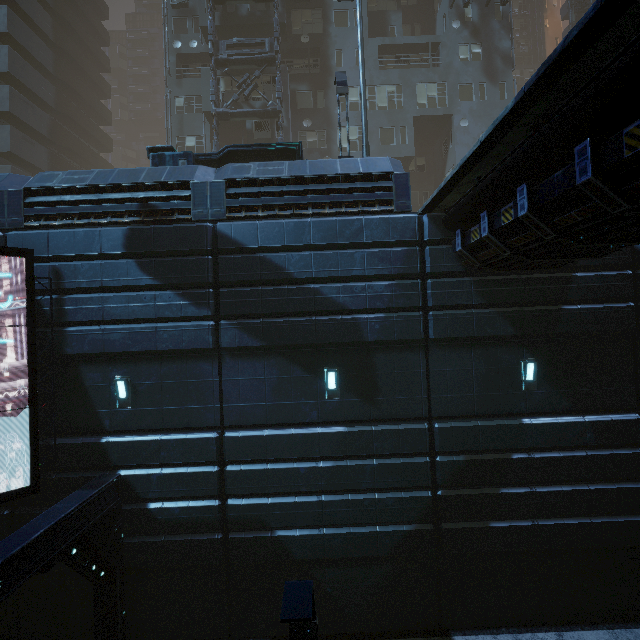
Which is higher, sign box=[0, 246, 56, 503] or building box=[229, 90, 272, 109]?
building box=[229, 90, 272, 109]

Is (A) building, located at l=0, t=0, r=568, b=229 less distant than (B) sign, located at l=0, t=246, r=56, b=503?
No

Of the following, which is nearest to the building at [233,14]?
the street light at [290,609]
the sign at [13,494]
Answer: the sign at [13,494]

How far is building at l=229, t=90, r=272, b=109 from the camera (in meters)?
22.14

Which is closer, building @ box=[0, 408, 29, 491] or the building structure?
building @ box=[0, 408, 29, 491]

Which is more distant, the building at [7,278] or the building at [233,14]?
the building at [233,14]

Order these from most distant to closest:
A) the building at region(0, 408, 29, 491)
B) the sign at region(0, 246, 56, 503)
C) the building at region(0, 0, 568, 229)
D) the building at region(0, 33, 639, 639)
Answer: the building at region(0, 0, 568, 229)
the building at region(0, 408, 29, 491)
the sign at region(0, 246, 56, 503)
the building at region(0, 33, 639, 639)

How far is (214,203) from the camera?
9.48m
